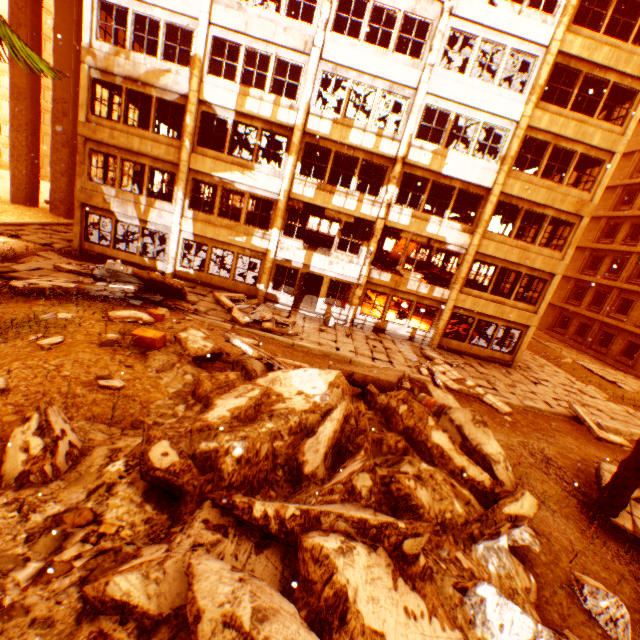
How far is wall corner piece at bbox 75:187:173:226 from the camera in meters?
16.0

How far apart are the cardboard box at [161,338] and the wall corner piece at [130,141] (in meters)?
10.87

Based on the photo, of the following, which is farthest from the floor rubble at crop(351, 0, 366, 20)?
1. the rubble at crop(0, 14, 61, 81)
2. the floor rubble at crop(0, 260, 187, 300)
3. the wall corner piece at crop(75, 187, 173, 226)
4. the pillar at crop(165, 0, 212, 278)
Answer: the wall corner piece at crop(75, 187, 173, 226)

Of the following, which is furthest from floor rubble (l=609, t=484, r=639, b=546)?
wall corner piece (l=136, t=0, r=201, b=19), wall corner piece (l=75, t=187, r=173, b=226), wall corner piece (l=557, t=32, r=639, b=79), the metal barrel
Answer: wall corner piece (l=75, t=187, r=173, b=226)

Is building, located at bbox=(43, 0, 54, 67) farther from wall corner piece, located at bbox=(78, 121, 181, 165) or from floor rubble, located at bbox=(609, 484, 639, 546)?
floor rubble, located at bbox=(609, 484, 639, 546)

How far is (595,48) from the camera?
14.1m

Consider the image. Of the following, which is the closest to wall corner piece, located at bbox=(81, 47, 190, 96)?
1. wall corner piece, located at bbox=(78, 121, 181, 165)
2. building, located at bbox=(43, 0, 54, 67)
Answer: wall corner piece, located at bbox=(78, 121, 181, 165)

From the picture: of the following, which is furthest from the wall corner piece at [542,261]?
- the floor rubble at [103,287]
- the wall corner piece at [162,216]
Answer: the wall corner piece at [162,216]
